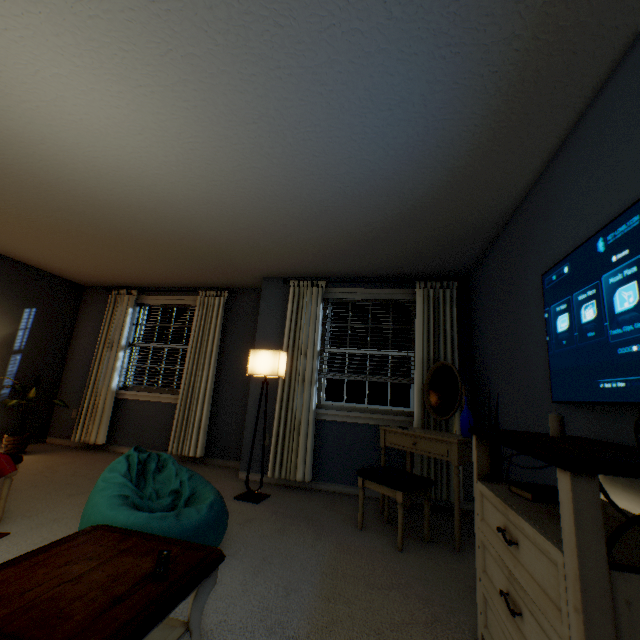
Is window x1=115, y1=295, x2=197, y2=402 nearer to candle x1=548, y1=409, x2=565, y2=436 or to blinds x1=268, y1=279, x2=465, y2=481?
blinds x1=268, y1=279, x2=465, y2=481

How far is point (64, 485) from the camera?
3.0m

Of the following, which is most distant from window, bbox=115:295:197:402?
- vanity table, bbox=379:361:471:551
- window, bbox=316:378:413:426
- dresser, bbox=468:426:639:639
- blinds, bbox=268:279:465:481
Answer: dresser, bbox=468:426:639:639

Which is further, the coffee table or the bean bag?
the bean bag

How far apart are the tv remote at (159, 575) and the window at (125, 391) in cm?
351

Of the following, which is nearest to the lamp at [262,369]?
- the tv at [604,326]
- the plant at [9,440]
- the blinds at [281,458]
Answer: the blinds at [281,458]

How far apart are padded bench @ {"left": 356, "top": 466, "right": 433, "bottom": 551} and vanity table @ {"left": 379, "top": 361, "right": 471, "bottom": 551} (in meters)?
0.15

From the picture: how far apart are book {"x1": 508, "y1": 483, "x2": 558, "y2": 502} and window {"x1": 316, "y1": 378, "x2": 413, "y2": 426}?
2.2m
